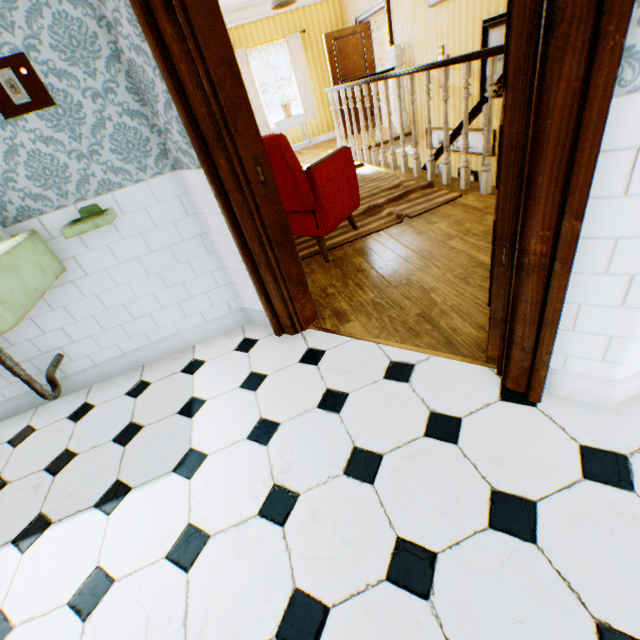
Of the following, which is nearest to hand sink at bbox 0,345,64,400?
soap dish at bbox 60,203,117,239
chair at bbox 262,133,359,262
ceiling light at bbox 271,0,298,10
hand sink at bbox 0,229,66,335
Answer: hand sink at bbox 0,229,66,335

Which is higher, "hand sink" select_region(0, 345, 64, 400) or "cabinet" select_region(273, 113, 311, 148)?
"cabinet" select_region(273, 113, 311, 148)

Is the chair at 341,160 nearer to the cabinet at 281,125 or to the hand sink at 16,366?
the hand sink at 16,366

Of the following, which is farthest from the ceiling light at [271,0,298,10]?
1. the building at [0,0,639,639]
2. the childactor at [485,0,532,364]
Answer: the childactor at [485,0,532,364]

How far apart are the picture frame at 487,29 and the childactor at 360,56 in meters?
4.0 m

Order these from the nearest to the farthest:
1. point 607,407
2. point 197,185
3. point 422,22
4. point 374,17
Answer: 1. point 607,407
2. point 197,185
3. point 422,22
4. point 374,17

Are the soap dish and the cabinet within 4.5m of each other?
no

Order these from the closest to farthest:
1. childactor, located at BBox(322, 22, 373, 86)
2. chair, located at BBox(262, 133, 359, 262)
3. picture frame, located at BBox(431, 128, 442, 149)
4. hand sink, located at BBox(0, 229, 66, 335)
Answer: hand sink, located at BBox(0, 229, 66, 335), chair, located at BBox(262, 133, 359, 262), picture frame, located at BBox(431, 128, 442, 149), childactor, located at BBox(322, 22, 373, 86)
